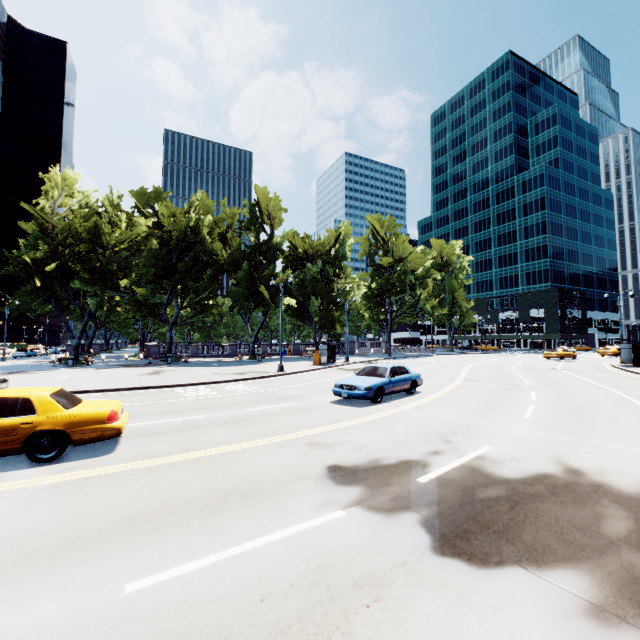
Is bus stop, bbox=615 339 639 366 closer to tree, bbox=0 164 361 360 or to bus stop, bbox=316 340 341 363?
tree, bbox=0 164 361 360

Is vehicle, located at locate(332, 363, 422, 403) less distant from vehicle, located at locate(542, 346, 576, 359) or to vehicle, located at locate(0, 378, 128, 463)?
vehicle, located at locate(0, 378, 128, 463)

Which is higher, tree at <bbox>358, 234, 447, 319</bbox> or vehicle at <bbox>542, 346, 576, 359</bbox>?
tree at <bbox>358, 234, 447, 319</bbox>

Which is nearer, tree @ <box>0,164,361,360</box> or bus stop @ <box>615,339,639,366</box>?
bus stop @ <box>615,339,639,366</box>

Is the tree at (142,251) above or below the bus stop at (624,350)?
above

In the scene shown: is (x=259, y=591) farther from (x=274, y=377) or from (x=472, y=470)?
(x=274, y=377)

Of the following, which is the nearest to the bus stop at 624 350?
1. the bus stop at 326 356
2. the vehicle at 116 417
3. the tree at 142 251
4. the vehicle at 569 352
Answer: the tree at 142 251

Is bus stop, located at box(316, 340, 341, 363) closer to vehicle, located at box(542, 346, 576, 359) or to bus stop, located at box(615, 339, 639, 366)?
bus stop, located at box(615, 339, 639, 366)
